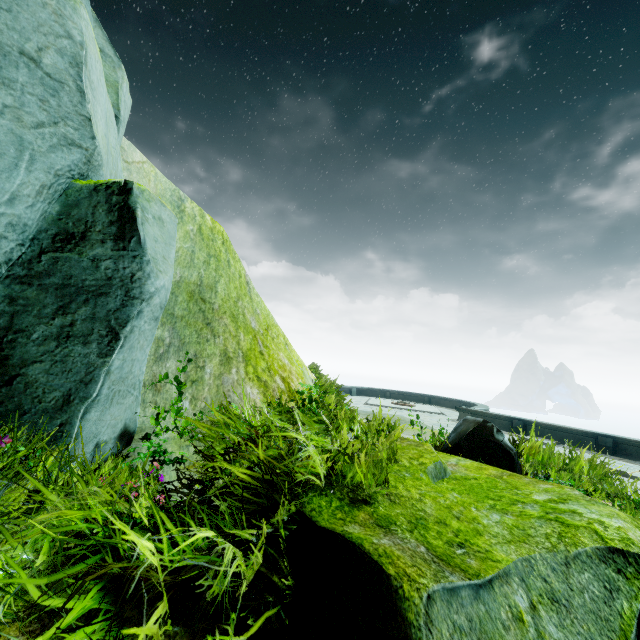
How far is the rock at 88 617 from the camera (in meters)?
1.45

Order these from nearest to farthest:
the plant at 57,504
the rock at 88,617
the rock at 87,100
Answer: the plant at 57,504
the rock at 88,617
the rock at 87,100

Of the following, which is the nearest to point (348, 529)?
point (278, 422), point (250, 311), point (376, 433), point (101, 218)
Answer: point (278, 422)

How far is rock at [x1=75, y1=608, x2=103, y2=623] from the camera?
1.45m

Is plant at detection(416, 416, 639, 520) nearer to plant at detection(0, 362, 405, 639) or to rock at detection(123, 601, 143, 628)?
rock at detection(123, 601, 143, 628)

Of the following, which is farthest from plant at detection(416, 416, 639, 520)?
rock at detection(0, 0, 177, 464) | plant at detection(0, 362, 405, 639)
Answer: plant at detection(0, 362, 405, 639)
